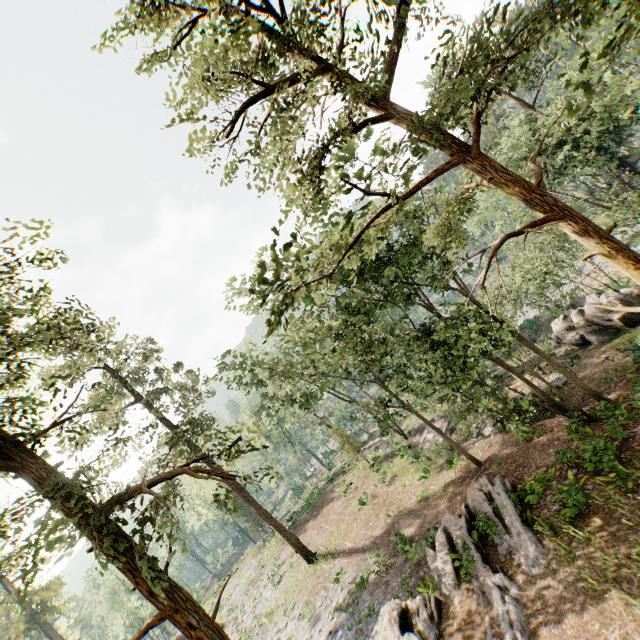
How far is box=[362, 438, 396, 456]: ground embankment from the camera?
34.7m

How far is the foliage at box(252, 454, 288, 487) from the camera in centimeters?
952cm

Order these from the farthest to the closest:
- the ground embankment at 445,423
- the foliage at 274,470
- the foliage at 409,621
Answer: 1. the ground embankment at 445,423
2. the foliage at 409,621
3. the foliage at 274,470

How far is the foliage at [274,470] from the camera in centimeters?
952cm

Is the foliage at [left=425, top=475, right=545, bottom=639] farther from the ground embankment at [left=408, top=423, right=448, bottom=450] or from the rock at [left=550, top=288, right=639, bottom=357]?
the rock at [left=550, top=288, right=639, bottom=357]

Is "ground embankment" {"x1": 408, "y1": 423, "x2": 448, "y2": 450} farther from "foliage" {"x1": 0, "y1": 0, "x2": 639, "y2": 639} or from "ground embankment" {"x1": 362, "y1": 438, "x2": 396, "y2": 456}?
"ground embankment" {"x1": 362, "y1": 438, "x2": 396, "y2": 456}

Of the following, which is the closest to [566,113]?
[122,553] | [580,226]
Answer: [580,226]

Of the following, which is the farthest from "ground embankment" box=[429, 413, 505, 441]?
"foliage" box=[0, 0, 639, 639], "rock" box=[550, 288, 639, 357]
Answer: "rock" box=[550, 288, 639, 357]
